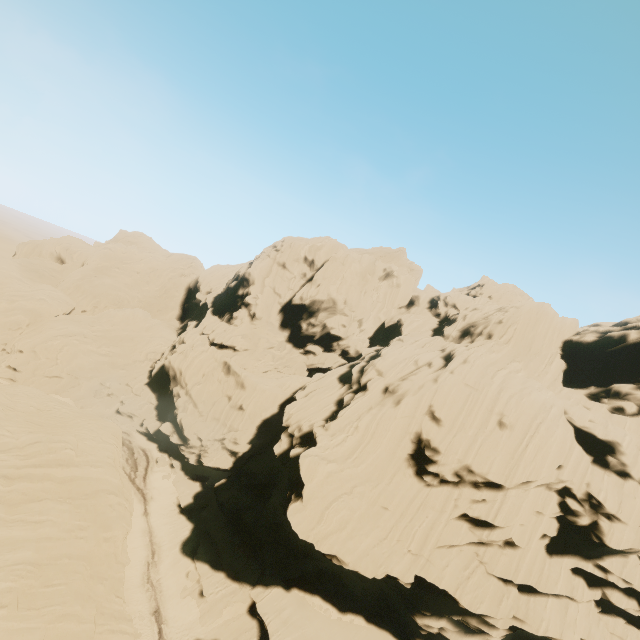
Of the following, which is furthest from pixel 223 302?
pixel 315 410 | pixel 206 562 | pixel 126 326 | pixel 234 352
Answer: pixel 206 562
